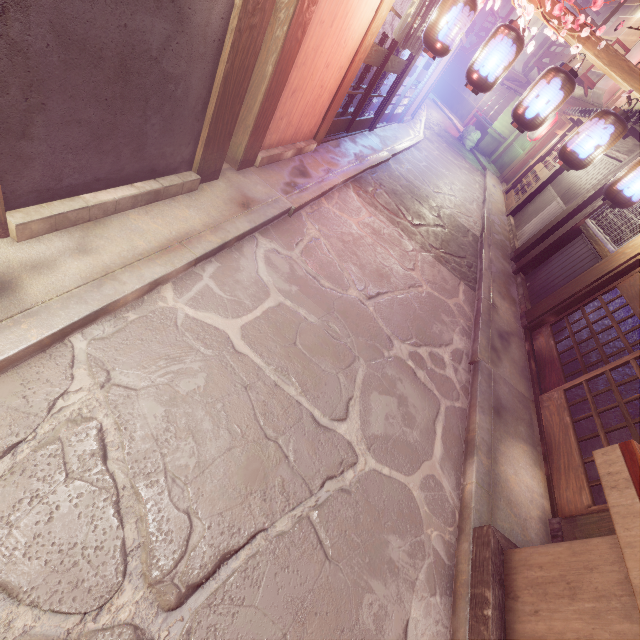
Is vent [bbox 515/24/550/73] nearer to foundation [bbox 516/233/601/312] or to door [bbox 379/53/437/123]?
door [bbox 379/53/437/123]

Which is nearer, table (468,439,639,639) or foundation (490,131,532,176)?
table (468,439,639,639)

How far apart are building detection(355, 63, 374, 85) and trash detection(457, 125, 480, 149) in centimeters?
2502cm

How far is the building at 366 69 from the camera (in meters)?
14.83

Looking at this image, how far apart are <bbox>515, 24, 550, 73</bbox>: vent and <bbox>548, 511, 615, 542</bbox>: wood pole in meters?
52.8 m

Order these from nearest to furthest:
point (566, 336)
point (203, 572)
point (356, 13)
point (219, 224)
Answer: point (203, 572)
point (219, 224)
point (356, 13)
point (566, 336)

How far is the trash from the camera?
34.3m

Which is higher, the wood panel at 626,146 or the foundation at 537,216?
the wood panel at 626,146
